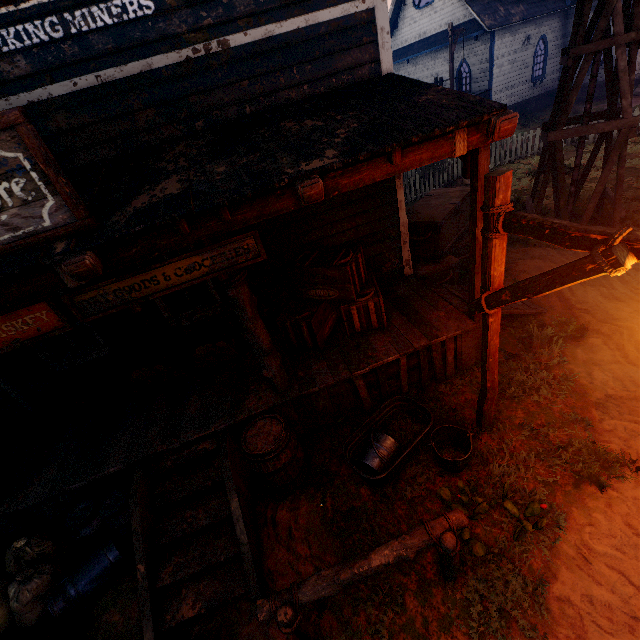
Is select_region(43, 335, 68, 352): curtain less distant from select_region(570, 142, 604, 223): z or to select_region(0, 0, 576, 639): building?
select_region(0, 0, 576, 639): building

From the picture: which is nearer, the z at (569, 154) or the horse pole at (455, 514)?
the horse pole at (455, 514)

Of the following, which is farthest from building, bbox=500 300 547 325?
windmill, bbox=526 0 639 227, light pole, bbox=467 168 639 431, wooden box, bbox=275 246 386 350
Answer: windmill, bbox=526 0 639 227

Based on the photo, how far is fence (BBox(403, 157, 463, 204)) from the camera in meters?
12.5

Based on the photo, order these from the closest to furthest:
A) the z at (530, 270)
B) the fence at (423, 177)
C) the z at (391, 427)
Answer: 1. the z at (391, 427)
2. the z at (530, 270)
3. the fence at (423, 177)

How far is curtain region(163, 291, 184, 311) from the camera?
5.43m

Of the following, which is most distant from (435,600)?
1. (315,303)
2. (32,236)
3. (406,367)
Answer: (32,236)

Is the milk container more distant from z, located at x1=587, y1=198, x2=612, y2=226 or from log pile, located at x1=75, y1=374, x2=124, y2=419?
log pile, located at x1=75, y1=374, x2=124, y2=419
